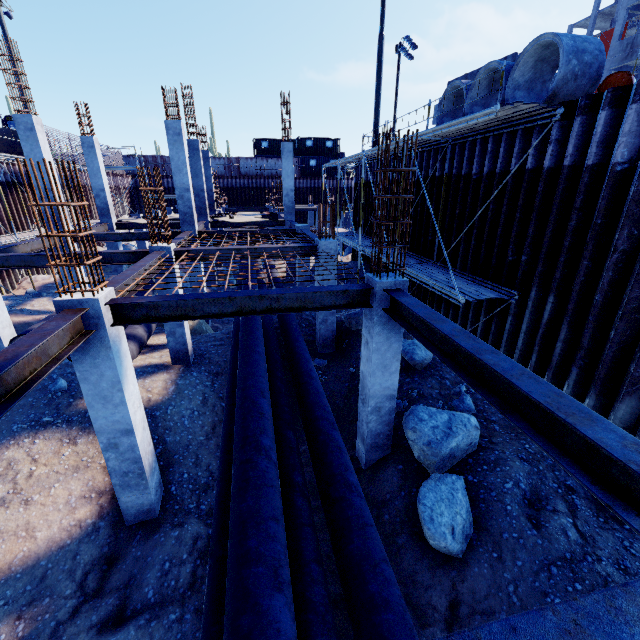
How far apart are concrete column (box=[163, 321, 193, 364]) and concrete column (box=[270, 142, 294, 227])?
10.3m

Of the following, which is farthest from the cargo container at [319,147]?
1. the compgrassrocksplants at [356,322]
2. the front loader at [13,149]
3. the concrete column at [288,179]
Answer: the compgrassrocksplants at [356,322]

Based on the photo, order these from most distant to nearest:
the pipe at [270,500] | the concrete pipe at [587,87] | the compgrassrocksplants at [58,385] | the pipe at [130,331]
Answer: the pipe at [130,331] → the compgrassrocksplants at [58,385] → the concrete pipe at [587,87] → the pipe at [270,500]

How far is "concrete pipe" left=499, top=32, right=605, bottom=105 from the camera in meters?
7.2 m

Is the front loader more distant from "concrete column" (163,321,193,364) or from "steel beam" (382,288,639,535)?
"steel beam" (382,288,639,535)

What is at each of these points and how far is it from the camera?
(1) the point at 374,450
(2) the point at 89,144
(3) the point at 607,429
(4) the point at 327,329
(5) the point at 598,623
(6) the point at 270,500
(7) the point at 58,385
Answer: (1) concrete column, 7.1m
(2) concrete column, 16.0m
(3) steel beam, 2.3m
(4) concrete column, 11.4m
(5) steel beam, 1.3m
(6) pipe, 4.1m
(7) compgrassrocksplants, 8.9m

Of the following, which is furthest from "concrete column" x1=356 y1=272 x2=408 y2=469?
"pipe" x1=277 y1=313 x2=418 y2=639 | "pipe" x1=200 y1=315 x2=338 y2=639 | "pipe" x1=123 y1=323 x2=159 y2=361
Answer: "pipe" x1=123 y1=323 x2=159 y2=361

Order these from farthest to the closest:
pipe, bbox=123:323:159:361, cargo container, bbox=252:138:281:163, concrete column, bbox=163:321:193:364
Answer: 1. cargo container, bbox=252:138:281:163
2. pipe, bbox=123:323:159:361
3. concrete column, bbox=163:321:193:364
